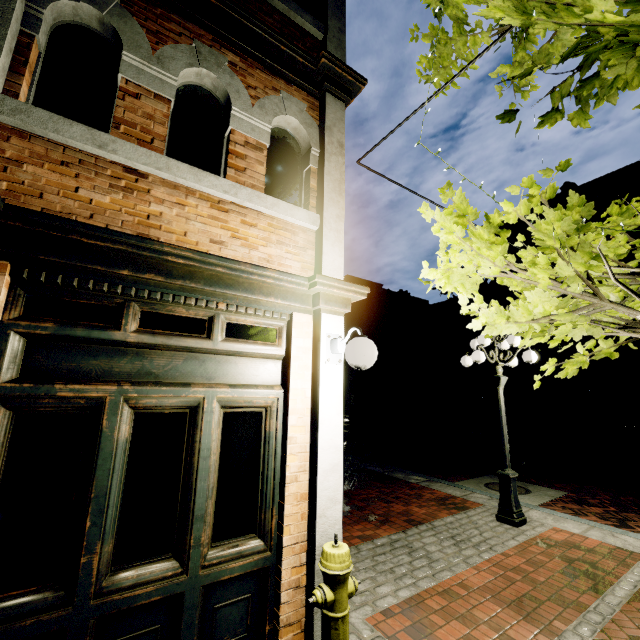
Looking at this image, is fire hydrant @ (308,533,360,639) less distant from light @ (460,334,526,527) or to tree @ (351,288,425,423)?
tree @ (351,288,425,423)

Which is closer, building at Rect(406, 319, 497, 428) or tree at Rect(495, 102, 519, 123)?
tree at Rect(495, 102, 519, 123)

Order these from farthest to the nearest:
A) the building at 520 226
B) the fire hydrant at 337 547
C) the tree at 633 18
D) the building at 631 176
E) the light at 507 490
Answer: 1. the building at 520 226
2. the building at 631 176
3. the light at 507 490
4. the fire hydrant at 337 547
5. the tree at 633 18

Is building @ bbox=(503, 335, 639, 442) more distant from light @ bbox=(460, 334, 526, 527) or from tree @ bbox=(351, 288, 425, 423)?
light @ bbox=(460, 334, 526, 527)

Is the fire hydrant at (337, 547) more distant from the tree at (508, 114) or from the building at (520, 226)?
the tree at (508, 114)

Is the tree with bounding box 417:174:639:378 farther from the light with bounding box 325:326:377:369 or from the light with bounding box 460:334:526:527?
→ the light with bounding box 460:334:526:527

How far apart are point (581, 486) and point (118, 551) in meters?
11.1 m

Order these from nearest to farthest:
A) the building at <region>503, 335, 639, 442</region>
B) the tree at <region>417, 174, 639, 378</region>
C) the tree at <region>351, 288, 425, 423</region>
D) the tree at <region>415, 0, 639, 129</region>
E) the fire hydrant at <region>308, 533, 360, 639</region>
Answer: the tree at <region>415, 0, 639, 129</region>
the tree at <region>417, 174, 639, 378</region>
the fire hydrant at <region>308, 533, 360, 639</region>
the building at <region>503, 335, 639, 442</region>
the tree at <region>351, 288, 425, 423</region>
